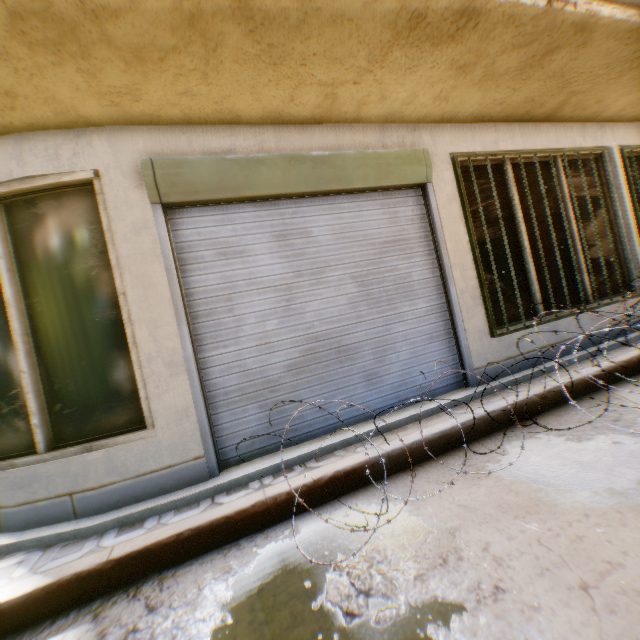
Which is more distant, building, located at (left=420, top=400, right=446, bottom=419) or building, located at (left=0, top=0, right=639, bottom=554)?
building, located at (left=420, top=400, right=446, bottom=419)

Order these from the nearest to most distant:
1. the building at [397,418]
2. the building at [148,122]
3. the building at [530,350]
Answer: the building at [148,122]
the building at [397,418]
the building at [530,350]

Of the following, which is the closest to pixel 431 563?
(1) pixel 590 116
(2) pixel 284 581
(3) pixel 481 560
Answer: (3) pixel 481 560

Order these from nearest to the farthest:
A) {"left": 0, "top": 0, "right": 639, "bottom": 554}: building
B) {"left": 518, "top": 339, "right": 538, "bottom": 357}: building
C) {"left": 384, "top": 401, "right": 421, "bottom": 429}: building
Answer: Answer: {"left": 0, "top": 0, "right": 639, "bottom": 554}: building < {"left": 384, "top": 401, "right": 421, "bottom": 429}: building < {"left": 518, "top": 339, "right": 538, "bottom": 357}: building

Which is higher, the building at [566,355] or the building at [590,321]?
the building at [590,321]

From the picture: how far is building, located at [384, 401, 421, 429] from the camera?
3.4 meters
